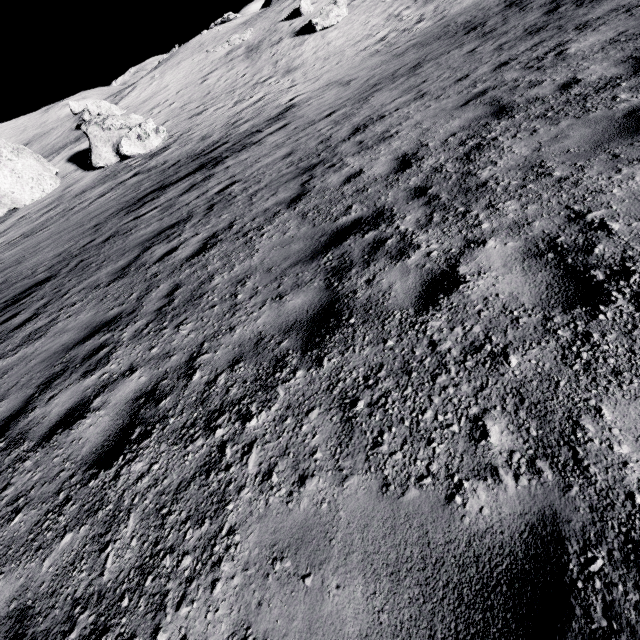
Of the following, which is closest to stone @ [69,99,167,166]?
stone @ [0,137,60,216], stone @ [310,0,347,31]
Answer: stone @ [0,137,60,216]

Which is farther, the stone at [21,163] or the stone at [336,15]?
the stone at [336,15]

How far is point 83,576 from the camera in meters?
2.1 m

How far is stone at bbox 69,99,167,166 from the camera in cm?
2059

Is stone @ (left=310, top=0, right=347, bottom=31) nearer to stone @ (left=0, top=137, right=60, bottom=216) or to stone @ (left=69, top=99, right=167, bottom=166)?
stone @ (left=69, top=99, right=167, bottom=166)

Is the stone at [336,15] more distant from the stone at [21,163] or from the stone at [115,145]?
the stone at [21,163]
